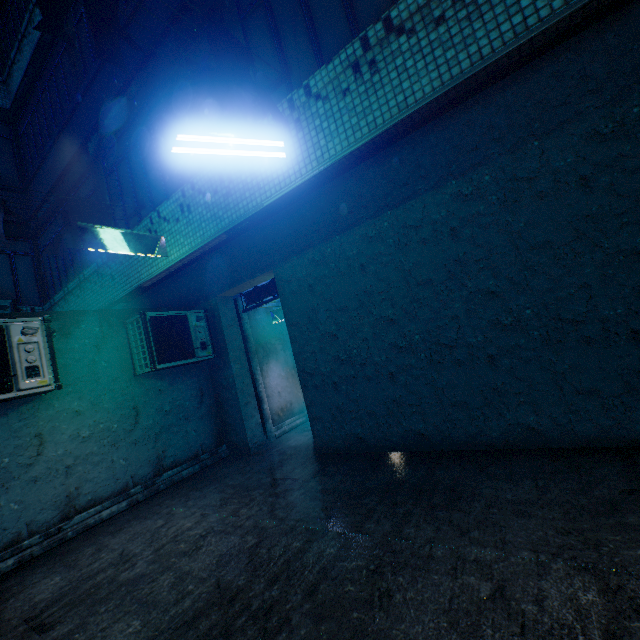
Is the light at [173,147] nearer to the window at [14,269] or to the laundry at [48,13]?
the laundry at [48,13]

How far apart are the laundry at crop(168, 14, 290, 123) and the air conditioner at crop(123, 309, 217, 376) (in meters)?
3.37

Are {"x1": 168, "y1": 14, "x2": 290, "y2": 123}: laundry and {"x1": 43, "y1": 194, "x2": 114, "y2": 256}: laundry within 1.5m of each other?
no

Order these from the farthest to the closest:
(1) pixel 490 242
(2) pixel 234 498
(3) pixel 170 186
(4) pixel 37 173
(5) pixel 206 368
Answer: (4) pixel 37 173, (5) pixel 206 368, (3) pixel 170 186, (2) pixel 234 498, (1) pixel 490 242

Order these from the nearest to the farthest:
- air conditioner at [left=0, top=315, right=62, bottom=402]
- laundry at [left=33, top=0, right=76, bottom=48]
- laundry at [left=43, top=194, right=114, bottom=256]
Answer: laundry at [left=33, top=0, right=76, bottom=48] < air conditioner at [left=0, top=315, right=62, bottom=402] < laundry at [left=43, top=194, right=114, bottom=256]

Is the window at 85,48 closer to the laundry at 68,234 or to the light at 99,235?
the laundry at 68,234

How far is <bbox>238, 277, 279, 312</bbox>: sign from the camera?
6.1m

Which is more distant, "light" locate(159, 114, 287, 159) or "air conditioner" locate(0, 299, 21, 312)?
"air conditioner" locate(0, 299, 21, 312)
